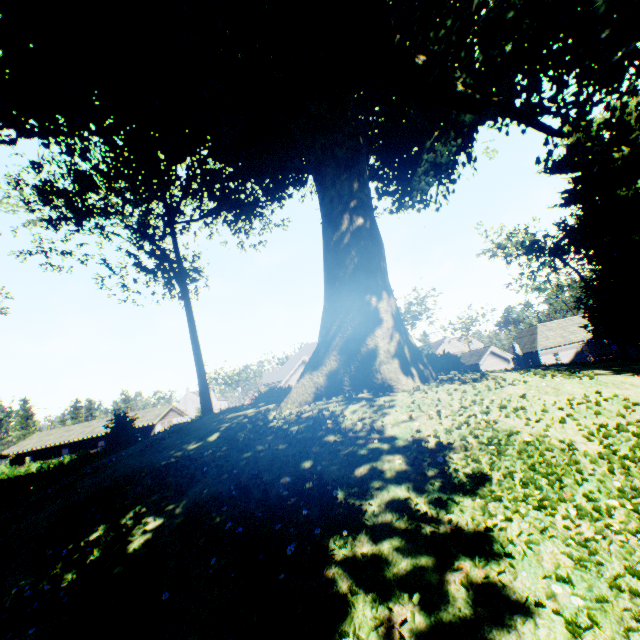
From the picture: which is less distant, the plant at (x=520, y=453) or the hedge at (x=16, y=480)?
the plant at (x=520, y=453)

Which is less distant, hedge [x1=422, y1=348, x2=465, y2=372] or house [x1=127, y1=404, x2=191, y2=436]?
hedge [x1=422, y1=348, x2=465, y2=372]

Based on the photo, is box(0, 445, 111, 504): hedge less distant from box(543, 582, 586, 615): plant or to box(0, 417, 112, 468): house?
box(543, 582, 586, 615): plant

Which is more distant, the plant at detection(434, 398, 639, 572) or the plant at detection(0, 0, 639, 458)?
the plant at detection(0, 0, 639, 458)

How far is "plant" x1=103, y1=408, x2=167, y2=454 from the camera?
15.7m

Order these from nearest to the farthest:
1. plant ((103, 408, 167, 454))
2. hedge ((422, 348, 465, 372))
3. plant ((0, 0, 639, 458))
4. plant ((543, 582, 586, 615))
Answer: plant ((543, 582, 586, 615)) < plant ((0, 0, 639, 458)) < hedge ((422, 348, 465, 372)) < plant ((103, 408, 167, 454))

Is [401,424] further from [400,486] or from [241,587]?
[241,587]

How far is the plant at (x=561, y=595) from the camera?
2.7m
